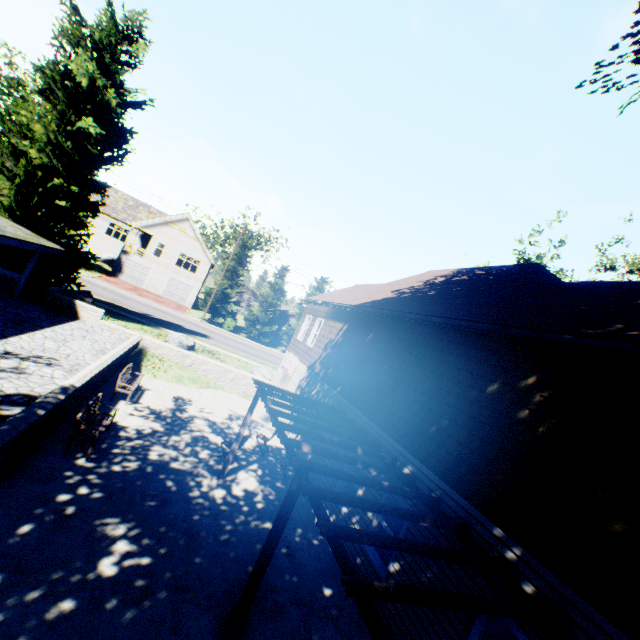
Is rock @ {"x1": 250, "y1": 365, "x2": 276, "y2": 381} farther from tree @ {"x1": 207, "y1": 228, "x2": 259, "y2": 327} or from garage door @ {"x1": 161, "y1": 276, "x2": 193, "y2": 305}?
garage door @ {"x1": 161, "y1": 276, "x2": 193, "y2": 305}

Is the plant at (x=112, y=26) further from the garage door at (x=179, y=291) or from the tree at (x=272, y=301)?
the garage door at (x=179, y=291)

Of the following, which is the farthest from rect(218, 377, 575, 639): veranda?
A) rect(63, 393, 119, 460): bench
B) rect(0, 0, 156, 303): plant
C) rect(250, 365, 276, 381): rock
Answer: rect(250, 365, 276, 381): rock

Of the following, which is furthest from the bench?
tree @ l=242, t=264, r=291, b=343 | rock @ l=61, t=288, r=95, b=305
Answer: tree @ l=242, t=264, r=291, b=343

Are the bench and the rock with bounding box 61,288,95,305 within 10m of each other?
no

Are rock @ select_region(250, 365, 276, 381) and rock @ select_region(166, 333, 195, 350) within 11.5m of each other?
yes

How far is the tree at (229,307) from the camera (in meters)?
38.59

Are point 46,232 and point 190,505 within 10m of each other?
no
